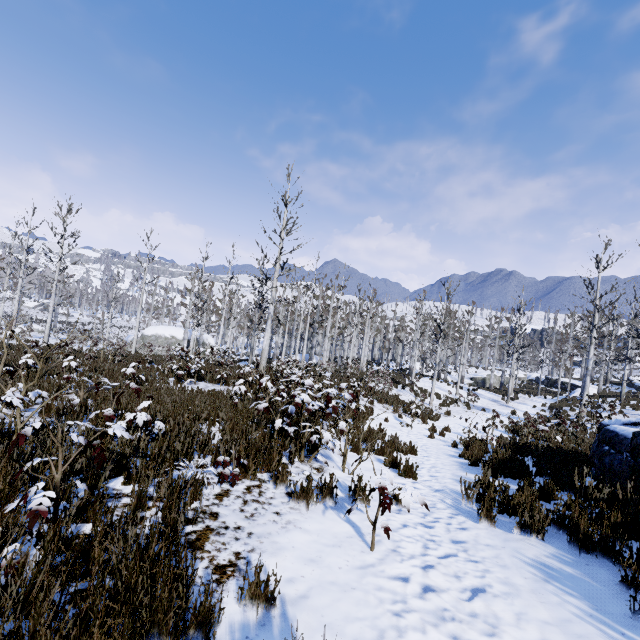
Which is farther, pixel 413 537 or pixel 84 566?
pixel 413 537

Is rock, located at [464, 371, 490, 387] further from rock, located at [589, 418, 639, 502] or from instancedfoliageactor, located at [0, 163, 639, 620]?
rock, located at [589, 418, 639, 502]

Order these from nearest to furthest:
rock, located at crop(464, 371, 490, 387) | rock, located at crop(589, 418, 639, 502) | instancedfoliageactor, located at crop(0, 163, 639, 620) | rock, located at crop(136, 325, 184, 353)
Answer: instancedfoliageactor, located at crop(0, 163, 639, 620) < rock, located at crop(589, 418, 639, 502) < rock, located at crop(136, 325, 184, 353) < rock, located at crop(464, 371, 490, 387)

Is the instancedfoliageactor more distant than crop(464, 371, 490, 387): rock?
No

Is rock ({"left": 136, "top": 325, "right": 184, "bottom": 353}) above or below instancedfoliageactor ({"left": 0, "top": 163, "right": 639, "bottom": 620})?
below

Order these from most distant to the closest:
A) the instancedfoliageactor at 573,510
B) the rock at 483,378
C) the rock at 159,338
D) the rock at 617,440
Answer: the rock at 483,378 < the rock at 159,338 < the rock at 617,440 < the instancedfoliageactor at 573,510

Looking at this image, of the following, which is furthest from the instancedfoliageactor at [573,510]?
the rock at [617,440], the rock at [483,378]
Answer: the rock at [617,440]

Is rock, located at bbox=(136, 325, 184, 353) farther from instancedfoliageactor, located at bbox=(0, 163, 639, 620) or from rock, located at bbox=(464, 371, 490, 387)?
rock, located at bbox=(464, 371, 490, 387)
